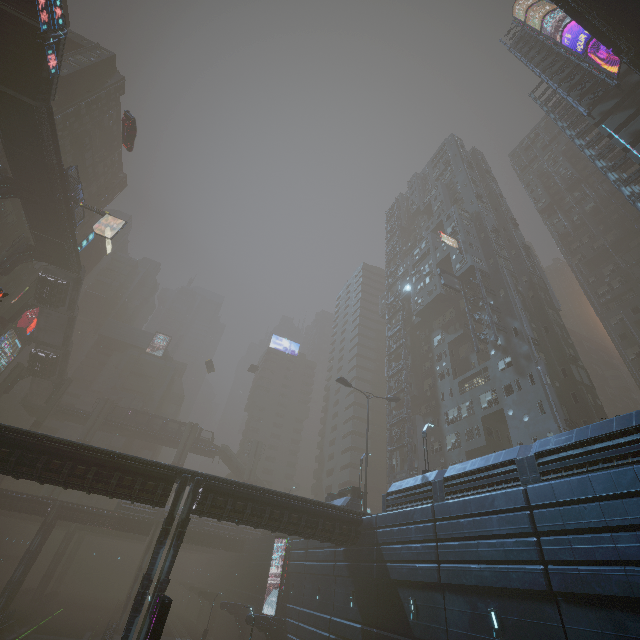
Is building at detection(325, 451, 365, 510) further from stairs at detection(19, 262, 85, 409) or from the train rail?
stairs at detection(19, 262, 85, 409)

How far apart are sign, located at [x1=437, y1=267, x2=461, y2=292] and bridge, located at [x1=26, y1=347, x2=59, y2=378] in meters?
61.4

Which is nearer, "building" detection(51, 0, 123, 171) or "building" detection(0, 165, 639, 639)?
"building" detection(0, 165, 639, 639)

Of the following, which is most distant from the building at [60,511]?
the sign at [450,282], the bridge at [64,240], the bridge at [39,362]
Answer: the bridge at [39,362]

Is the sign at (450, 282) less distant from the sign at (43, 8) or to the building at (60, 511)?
the building at (60, 511)

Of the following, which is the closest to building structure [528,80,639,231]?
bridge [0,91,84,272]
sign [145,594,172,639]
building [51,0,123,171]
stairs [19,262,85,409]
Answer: building [51,0,123,171]

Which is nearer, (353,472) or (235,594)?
(235,594)
